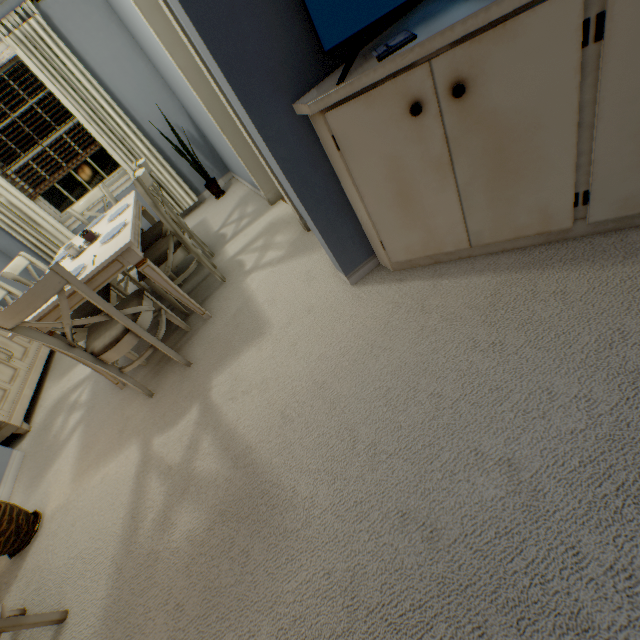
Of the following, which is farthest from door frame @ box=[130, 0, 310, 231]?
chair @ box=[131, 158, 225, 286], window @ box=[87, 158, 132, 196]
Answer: window @ box=[87, 158, 132, 196]

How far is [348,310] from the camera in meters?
1.8 m

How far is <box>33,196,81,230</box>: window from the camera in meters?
4.1

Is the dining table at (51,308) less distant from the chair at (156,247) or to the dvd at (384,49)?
the chair at (156,247)

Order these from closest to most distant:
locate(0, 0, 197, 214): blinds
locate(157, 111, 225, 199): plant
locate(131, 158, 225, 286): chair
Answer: locate(131, 158, 225, 286): chair
locate(0, 0, 197, 214): blinds
locate(157, 111, 225, 199): plant

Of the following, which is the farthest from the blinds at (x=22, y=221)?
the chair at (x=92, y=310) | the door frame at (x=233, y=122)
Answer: the chair at (x=92, y=310)

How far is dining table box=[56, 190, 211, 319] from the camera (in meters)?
2.03

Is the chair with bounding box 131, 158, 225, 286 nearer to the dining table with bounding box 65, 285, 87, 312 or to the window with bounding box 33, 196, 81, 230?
the dining table with bounding box 65, 285, 87, 312
